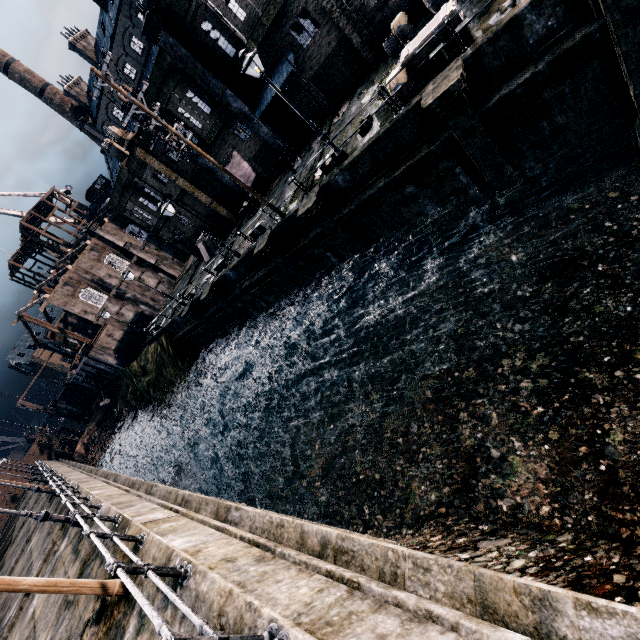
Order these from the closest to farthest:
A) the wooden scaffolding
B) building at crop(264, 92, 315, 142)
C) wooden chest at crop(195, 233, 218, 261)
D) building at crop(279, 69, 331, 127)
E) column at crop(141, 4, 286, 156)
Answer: column at crop(141, 4, 286, 156)
building at crop(279, 69, 331, 127)
building at crop(264, 92, 315, 142)
wooden chest at crop(195, 233, 218, 261)
the wooden scaffolding

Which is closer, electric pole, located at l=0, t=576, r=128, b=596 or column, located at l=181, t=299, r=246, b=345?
electric pole, located at l=0, t=576, r=128, b=596

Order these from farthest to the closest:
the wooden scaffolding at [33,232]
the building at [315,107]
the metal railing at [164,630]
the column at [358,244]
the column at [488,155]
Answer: the wooden scaffolding at [33,232] → the building at [315,107] → the column at [358,244] → the column at [488,155] → the metal railing at [164,630]

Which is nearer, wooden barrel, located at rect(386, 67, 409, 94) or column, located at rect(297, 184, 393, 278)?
wooden barrel, located at rect(386, 67, 409, 94)

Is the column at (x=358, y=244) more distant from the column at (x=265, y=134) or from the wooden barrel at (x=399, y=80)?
the column at (x=265, y=134)

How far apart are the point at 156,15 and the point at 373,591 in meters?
28.1 m

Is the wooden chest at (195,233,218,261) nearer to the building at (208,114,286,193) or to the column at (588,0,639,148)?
the building at (208,114,286,193)

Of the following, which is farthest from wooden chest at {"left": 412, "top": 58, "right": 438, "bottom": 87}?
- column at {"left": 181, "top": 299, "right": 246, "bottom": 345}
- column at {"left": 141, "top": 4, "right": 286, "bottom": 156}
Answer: column at {"left": 181, "top": 299, "right": 246, "bottom": 345}
